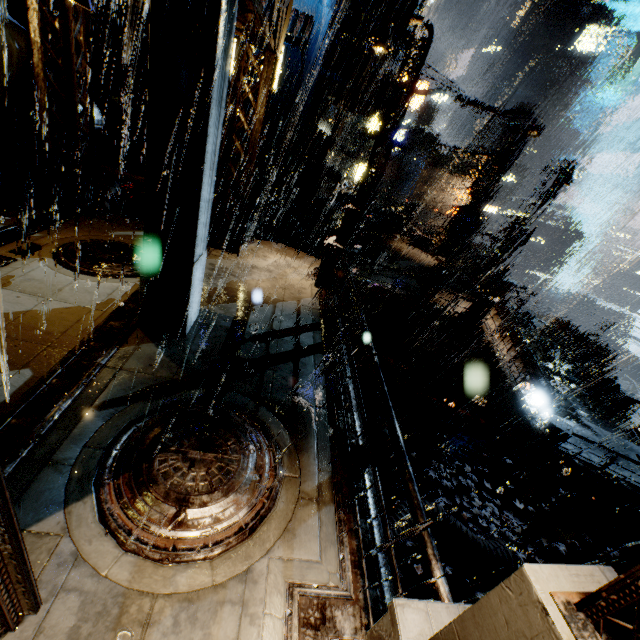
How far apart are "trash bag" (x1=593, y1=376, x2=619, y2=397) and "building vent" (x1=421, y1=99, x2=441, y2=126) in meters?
55.5 m

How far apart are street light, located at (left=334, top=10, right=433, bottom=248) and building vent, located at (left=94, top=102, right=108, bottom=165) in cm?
946

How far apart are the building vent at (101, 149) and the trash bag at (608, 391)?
29.7m

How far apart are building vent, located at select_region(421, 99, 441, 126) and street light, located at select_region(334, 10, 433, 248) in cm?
6144

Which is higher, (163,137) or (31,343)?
(163,137)

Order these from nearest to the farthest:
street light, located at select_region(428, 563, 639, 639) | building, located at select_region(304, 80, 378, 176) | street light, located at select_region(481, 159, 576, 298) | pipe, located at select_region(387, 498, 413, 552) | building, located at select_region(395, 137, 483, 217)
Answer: street light, located at select_region(428, 563, 639, 639) → pipe, located at select_region(387, 498, 413, 552) → street light, located at select_region(481, 159, 576, 298) → building, located at select_region(304, 80, 378, 176) → building, located at select_region(395, 137, 483, 217)

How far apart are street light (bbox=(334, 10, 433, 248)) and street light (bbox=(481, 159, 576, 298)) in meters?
7.4 m

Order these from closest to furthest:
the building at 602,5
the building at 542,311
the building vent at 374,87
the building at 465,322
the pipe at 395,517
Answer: the pipe at 395,517 → the building at 465,322 → the building vent at 374,87 → the building at 542,311 → the building at 602,5
